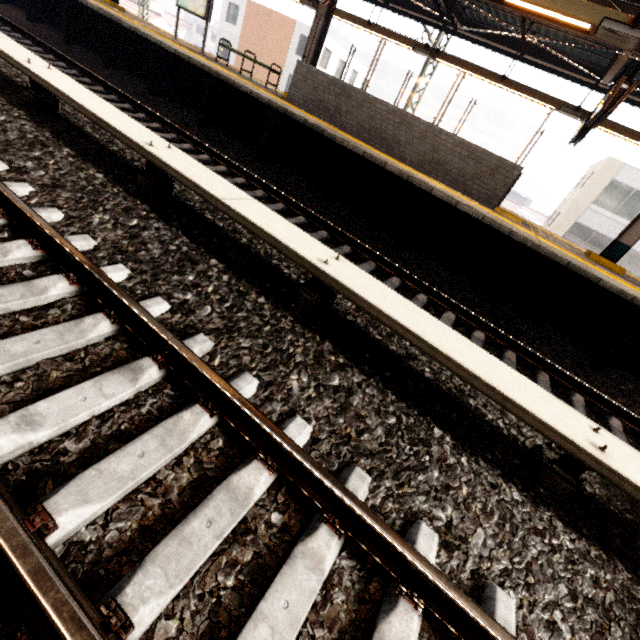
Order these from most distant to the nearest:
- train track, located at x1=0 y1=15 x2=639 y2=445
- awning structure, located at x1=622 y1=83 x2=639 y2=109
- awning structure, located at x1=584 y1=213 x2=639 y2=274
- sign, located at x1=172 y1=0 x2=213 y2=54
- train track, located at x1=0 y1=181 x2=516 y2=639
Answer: sign, located at x1=172 y1=0 x2=213 y2=54
awning structure, located at x1=622 y1=83 x2=639 y2=109
awning structure, located at x1=584 y1=213 x2=639 y2=274
train track, located at x1=0 y1=15 x2=639 y2=445
train track, located at x1=0 y1=181 x2=516 y2=639

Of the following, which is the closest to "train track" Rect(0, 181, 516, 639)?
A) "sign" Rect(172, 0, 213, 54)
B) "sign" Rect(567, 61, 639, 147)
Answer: "sign" Rect(567, 61, 639, 147)

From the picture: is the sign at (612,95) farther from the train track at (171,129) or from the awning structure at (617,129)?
the train track at (171,129)

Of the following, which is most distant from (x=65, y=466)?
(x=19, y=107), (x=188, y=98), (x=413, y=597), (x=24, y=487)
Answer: Answer: (x=188, y=98)

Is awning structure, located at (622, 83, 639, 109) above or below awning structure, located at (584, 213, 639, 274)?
above

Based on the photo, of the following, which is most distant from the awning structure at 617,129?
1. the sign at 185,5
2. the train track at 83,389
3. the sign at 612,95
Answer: the train track at 83,389

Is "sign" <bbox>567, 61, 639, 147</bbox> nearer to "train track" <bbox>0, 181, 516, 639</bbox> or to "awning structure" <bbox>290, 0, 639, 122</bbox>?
"awning structure" <bbox>290, 0, 639, 122</bbox>

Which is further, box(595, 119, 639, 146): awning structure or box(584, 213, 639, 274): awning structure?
box(595, 119, 639, 146): awning structure
